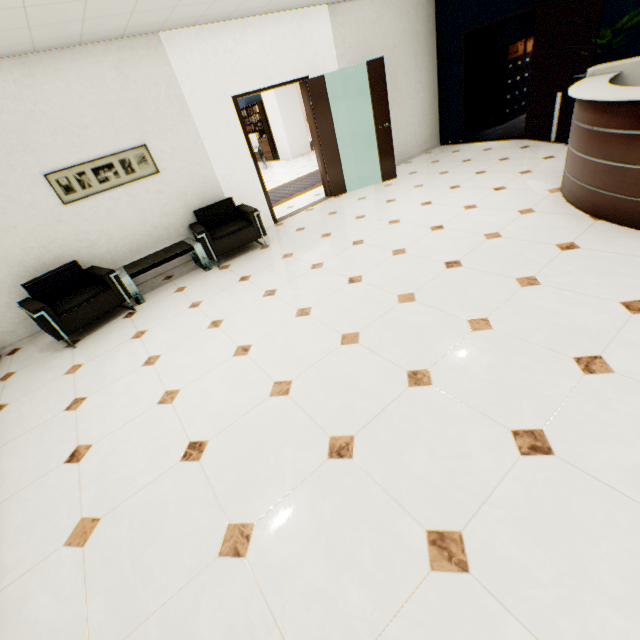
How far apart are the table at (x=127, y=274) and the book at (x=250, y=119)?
10.5 meters

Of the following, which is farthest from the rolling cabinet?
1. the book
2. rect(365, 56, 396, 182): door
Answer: the book

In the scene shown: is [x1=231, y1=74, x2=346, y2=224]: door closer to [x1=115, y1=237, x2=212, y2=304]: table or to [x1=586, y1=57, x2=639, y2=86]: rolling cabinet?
[x1=115, y1=237, x2=212, y2=304]: table

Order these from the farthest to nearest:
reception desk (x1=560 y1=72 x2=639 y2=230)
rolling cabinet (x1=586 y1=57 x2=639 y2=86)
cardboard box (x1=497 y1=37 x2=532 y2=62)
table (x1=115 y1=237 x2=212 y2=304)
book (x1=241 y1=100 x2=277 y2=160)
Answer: book (x1=241 y1=100 x2=277 y2=160), cardboard box (x1=497 y1=37 x2=532 y2=62), table (x1=115 y1=237 x2=212 y2=304), rolling cabinet (x1=586 y1=57 x2=639 y2=86), reception desk (x1=560 y1=72 x2=639 y2=230)

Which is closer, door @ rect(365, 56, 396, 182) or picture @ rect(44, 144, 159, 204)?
picture @ rect(44, 144, 159, 204)

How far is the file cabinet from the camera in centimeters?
791cm

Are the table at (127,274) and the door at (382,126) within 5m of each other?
yes

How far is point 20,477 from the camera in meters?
2.5
